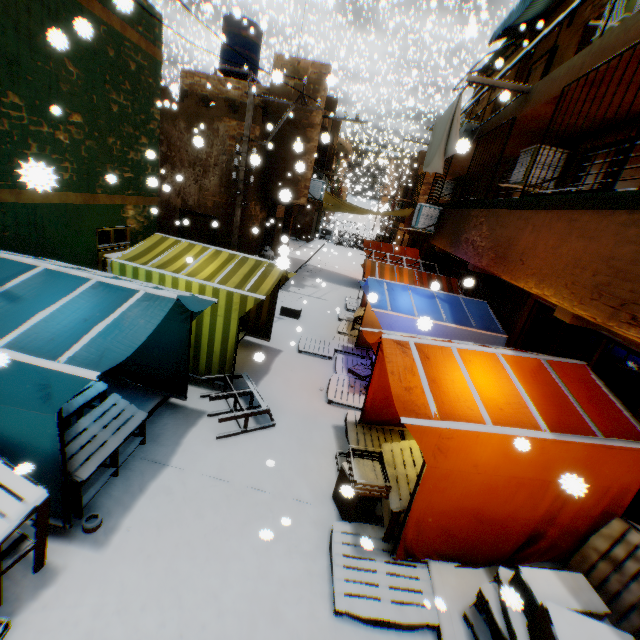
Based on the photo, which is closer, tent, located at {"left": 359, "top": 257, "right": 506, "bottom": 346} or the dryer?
the dryer

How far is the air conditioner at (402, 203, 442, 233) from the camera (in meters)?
10.80

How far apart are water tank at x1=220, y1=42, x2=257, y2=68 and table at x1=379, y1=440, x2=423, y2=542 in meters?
15.5

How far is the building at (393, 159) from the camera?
19.6 meters

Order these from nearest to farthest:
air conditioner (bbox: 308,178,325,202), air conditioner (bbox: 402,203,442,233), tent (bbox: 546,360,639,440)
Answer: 1. tent (bbox: 546,360,639,440)
2. air conditioner (bbox: 402,203,442,233)
3. air conditioner (bbox: 308,178,325,202)

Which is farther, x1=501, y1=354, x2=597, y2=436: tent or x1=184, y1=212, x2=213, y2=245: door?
x1=184, y1=212, x2=213, y2=245: door

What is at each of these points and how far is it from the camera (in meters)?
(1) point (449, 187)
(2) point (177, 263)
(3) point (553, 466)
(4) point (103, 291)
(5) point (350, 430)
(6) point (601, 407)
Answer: (1) air conditioner, 15.49
(2) tent, 6.58
(3) tent, 3.71
(4) tent, 3.92
(5) wooden pallet, 6.32
(6) tent, 4.18
